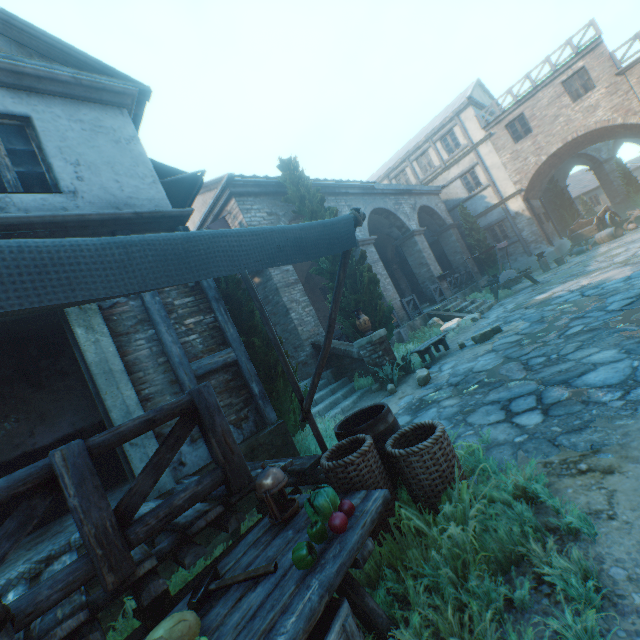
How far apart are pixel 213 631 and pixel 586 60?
25.5m

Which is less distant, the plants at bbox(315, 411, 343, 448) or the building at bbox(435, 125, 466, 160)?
the plants at bbox(315, 411, 343, 448)

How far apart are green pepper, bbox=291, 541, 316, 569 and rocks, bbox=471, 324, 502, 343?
7.7m

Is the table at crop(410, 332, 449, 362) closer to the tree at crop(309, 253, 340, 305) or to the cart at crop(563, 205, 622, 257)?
the tree at crop(309, 253, 340, 305)

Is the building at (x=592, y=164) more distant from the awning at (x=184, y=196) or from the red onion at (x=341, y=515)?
the red onion at (x=341, y=515)

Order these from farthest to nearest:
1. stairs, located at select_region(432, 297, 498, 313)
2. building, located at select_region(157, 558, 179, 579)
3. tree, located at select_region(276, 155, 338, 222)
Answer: stairs, located at select_region(432, 297, 498, 313)
tree, located at select_region(276, 155, 338, 222)
building, located at select_region(157, 558, 179, 579)

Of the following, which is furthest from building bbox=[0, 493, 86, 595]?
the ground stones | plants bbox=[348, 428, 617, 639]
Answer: plants bbox=[348, 428, 617, 639]

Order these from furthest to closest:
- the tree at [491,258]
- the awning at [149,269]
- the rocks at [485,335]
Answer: the tree at [491,258], the rocks at [485,335], the awning at [149,269]
